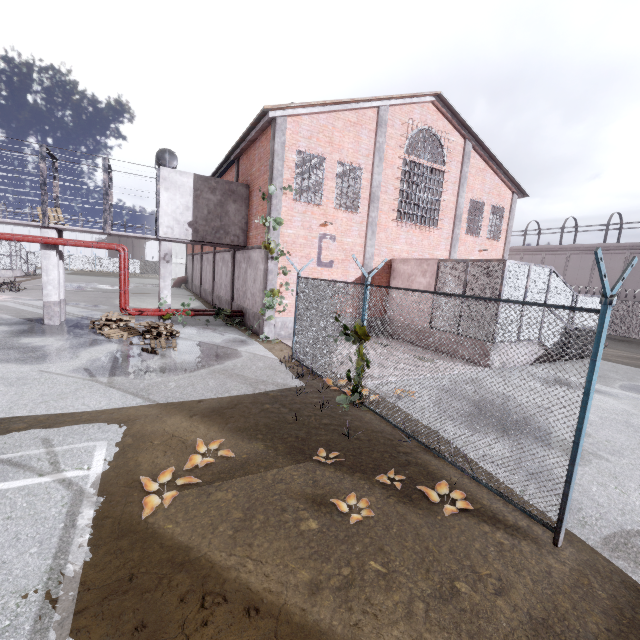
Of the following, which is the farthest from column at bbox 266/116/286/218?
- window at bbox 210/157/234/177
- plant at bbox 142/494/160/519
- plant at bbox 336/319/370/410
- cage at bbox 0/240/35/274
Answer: plant at bbox 142/494/160/519

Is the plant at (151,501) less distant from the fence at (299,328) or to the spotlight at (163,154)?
the fence at (299,328)

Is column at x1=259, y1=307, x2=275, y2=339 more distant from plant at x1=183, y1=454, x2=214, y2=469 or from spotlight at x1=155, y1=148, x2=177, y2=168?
plant at x1=183, y1=454, x2=214, y2=469

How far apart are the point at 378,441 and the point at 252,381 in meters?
4.0 m

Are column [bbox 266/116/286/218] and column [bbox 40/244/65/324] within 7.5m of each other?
no

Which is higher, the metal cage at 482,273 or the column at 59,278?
the metal cage at 482,273

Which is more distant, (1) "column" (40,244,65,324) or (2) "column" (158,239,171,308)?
(2) "column" (158,239,171,308)

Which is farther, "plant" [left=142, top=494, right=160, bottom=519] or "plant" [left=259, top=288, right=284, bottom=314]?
"plant" [left=259, top=288, right=284, bottom=314]
